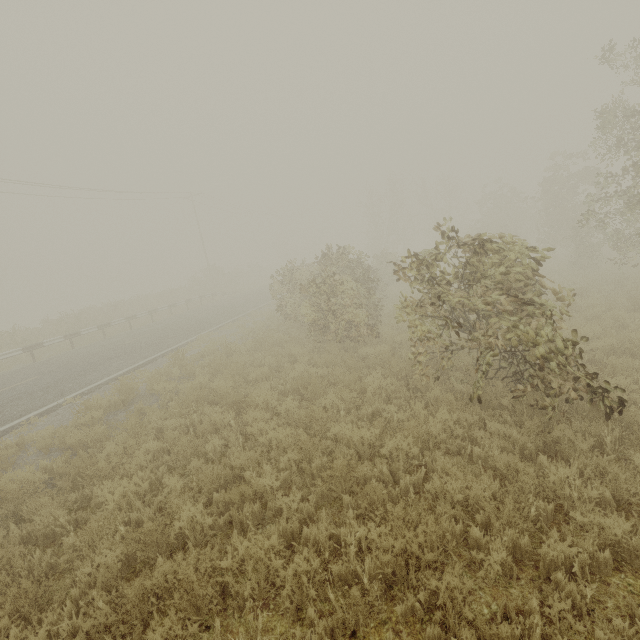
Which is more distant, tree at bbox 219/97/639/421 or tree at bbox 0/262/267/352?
tree at bbox 0/262/267/352

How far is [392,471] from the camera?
5.1 meters

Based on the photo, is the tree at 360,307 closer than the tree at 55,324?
Yes
